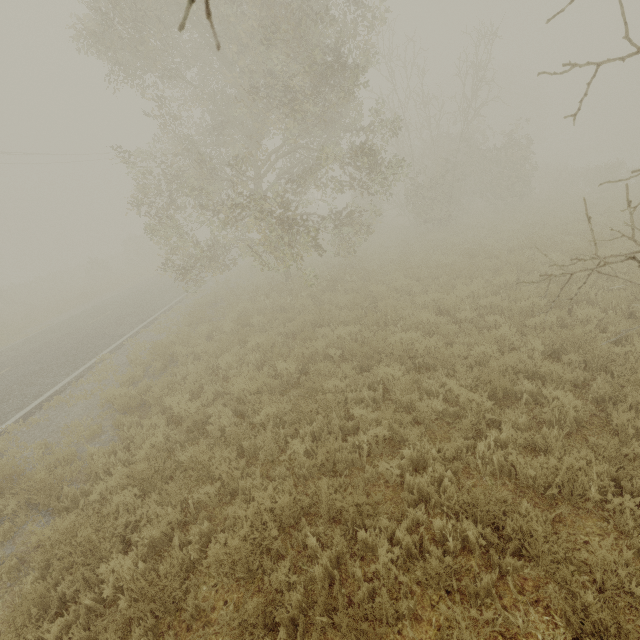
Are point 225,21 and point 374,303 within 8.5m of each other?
no

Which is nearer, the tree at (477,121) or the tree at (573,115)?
the tree at (573,115)

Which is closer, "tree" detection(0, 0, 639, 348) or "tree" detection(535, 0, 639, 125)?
"tree" detection(535, 0, 639, 125)
